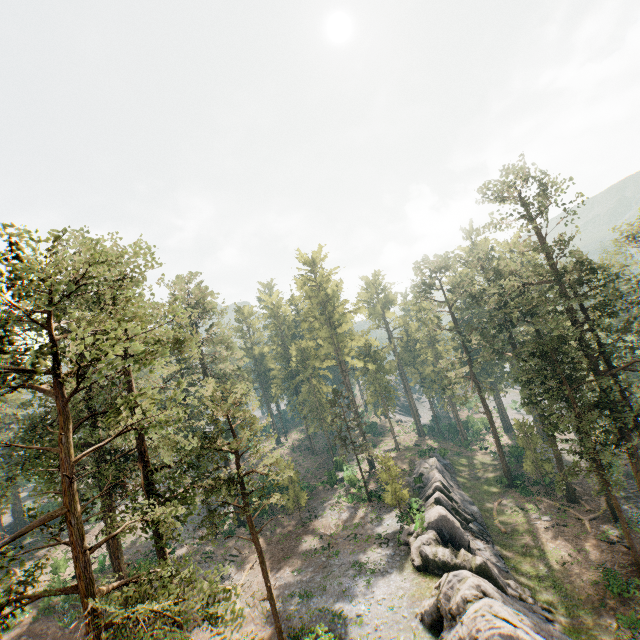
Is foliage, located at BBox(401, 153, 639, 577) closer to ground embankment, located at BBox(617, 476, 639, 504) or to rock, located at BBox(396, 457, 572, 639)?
ground embankment, located at BBox(617, 476, 639, 504)

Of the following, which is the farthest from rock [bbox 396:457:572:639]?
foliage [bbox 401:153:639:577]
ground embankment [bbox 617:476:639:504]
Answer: ground embankment [bbox 617:476:639:504]

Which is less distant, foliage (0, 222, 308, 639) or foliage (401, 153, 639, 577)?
foliage (0, 222, 308, 639)

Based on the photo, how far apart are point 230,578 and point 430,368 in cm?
4401

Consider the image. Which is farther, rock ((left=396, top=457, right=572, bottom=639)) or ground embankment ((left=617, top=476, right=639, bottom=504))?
ground embankment ((left=617, top=476, right=639, bottom=504))

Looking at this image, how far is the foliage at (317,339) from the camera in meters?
38.8 m

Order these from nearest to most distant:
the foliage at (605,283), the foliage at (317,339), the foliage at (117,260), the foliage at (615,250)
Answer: the foliage at (117,260), the foliage at (605,283), the foliage at (615,250), the foliage at (317,339)

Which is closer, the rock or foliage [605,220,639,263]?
the rock
